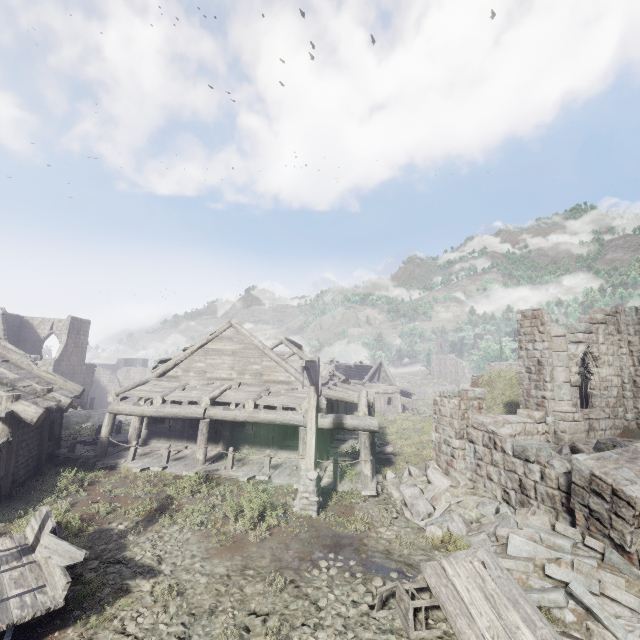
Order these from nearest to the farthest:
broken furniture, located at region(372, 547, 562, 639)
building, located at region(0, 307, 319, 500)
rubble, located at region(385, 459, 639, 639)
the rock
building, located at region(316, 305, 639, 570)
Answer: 1. broken furniture, located at region(372, 547, 562, 639)
2. rubble, located at region(385, 459, 639, 639)
3. building, located at region(316, 305, 639, 570)
4. building, located at region(0, 307, 319, 500)
5. the rock

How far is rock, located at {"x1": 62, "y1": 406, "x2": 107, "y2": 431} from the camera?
19.3m

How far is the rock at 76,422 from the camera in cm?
1931

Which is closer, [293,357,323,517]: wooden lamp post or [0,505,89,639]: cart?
[0,505,89,639]: cart

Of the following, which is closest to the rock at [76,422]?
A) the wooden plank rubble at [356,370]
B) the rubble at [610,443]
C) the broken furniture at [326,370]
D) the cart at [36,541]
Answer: the broken furniture at [326,370]

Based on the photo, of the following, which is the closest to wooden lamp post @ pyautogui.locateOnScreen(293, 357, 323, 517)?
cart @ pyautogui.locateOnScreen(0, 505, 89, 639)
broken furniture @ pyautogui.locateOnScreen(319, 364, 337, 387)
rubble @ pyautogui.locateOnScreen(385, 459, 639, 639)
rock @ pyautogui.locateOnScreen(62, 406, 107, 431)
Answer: rubble @ pyautogui.locateOnScreen(385, 459, 639, 639)

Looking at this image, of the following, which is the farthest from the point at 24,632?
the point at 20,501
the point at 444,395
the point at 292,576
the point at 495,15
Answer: the point at 495,15

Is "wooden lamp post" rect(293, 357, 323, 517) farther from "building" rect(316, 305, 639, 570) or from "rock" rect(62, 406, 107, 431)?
"rock" rect(62, 406, 107, 431)
